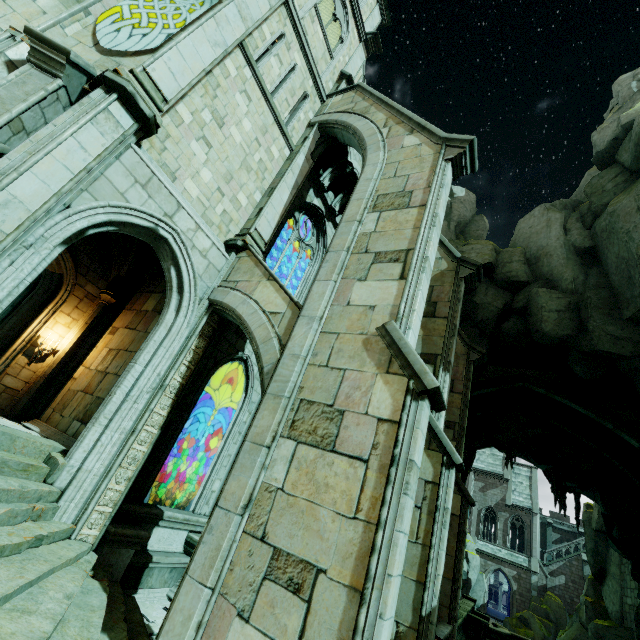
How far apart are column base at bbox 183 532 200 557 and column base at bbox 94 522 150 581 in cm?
118

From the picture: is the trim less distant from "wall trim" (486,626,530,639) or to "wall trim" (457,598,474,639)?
"wall trim" (457,598,474,639)

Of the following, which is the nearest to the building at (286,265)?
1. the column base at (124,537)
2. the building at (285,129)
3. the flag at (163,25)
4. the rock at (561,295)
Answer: the rock at (561,295)

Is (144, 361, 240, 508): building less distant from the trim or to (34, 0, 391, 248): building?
(34, 0, 391, 248): building

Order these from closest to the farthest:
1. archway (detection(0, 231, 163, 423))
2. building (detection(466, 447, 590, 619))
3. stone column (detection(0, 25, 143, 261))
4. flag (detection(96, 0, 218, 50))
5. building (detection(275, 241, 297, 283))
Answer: stone column (detection(0, 25, 143, 261)) → flag (detection(96, 0, 218, 50)) → archway (detection(0, 231, 163, 423)) → building (detection(275, 241, 297, 283)) → building (detection(466, 447, 590, 619))

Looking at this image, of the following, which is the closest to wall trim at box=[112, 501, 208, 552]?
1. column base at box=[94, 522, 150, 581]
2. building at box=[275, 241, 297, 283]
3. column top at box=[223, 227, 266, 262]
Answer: column base at box=[94, 522, 150, 581]

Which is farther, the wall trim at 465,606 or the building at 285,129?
the wall trim at 465,606

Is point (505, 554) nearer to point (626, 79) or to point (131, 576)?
point (626, 79)
